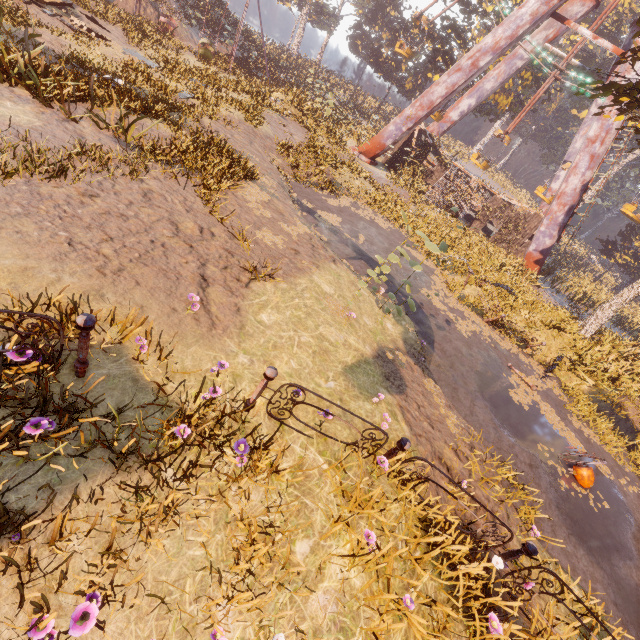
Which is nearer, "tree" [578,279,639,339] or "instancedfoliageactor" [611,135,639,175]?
"tree" [578,279,639,339]

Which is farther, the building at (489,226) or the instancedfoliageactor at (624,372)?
the building at (489,226)

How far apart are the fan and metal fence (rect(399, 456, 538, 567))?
5.8m

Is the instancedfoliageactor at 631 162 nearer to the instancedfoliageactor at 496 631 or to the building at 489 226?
the building at 489 226

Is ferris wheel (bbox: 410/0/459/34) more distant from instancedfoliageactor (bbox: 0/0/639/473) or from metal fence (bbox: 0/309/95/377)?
metal fence (bbox: 0/309/95/377)

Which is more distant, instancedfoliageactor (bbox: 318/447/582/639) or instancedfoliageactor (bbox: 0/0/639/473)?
instancedfoliageactor (bbox: 0/0/639/473)

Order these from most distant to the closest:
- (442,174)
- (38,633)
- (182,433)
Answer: (442,174) → (182,433) → (38,633)

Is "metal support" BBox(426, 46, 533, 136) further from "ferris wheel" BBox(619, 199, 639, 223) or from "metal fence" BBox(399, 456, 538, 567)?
"metal fence" BBox(399, 456, 538, 567)
